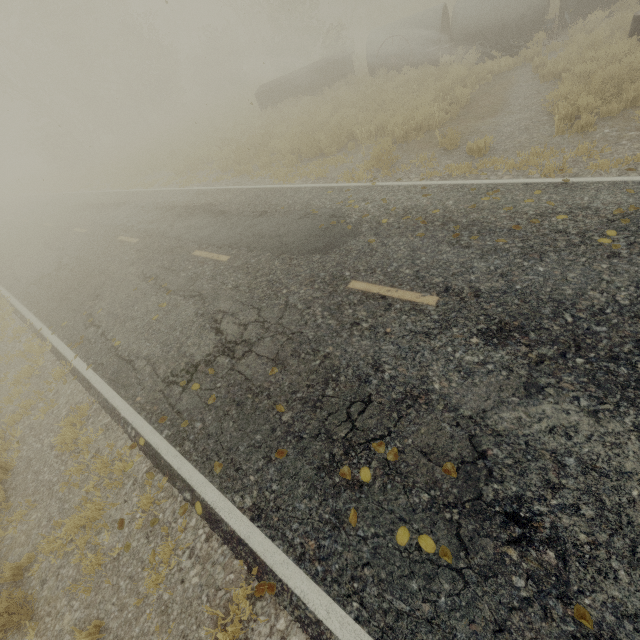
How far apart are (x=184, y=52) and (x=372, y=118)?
47.3m

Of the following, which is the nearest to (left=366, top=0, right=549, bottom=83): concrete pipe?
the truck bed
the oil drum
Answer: the truck bed

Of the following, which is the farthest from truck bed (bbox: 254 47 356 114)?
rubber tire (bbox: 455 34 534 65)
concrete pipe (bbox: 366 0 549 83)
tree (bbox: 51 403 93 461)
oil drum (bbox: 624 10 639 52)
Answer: tree (bbox: 51 403 93 461)

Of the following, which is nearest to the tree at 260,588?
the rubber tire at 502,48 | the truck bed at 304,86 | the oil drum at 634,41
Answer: the truck bed at 304,86

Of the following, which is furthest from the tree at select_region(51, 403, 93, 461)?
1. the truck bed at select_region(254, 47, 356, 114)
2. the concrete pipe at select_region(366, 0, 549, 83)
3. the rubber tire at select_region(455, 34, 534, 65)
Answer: the rubber tire at select_region(455, 34, 534, 65)

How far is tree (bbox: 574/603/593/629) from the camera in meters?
2.2

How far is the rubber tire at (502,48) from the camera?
12.5m
